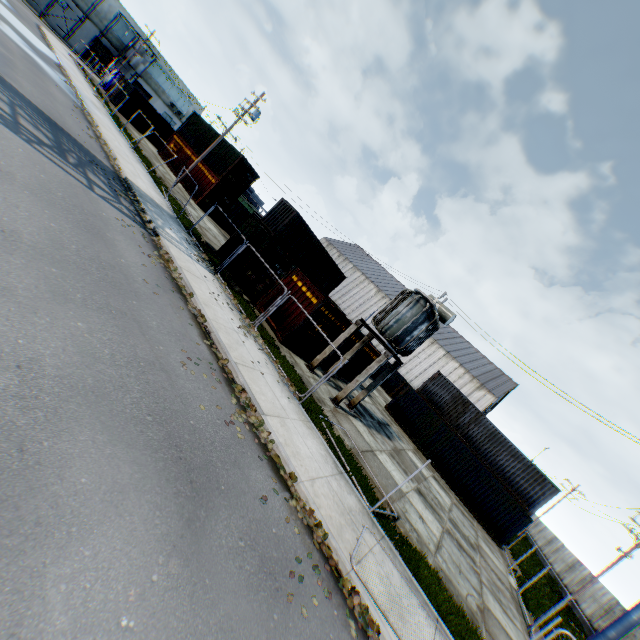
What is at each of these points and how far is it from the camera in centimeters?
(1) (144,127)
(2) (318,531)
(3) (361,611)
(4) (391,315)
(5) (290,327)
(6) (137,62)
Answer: (1) storage container, 3619cm
(2) leaf decal, 651cm
(3) leaf decal, 575cm
(4) electrical compensator, 1530cm
(5) storage container, 1511cm
(6) plywood, 5219cm

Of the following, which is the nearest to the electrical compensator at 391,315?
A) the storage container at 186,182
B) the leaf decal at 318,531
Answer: the leaf decal at 318,531

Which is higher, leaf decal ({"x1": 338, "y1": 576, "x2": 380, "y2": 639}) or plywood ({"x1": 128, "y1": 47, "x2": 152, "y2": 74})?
plywood ({"x1": 128, "y1": 47, "x2": 152, "y2": 74})

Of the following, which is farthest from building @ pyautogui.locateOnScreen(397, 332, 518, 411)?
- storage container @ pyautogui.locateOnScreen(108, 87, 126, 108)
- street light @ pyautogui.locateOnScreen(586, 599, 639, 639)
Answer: street light @ pyautogui.locateOnScreen(586, 599, 639, 639)

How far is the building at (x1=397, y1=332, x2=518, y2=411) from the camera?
50.44m

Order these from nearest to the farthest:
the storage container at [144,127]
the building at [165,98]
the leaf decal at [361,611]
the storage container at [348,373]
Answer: the leaf decal at [361,611]
the storage container at [348,373]
the storage container at [144,127]
the building at [165,98]

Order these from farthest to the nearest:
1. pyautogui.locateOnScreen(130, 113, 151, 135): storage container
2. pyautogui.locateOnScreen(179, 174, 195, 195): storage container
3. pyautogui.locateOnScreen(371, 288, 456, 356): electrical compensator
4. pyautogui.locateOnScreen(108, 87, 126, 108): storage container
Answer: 1. pyautogui.locateOnScreen(130, 113, 151, 135): storage container
2. pyautogui.locateOnScreen(108, 87, 126, 108): storage container
3. pyautogui.locateOnScreen(179, 174, 195, 195): storage container
4. pyautogui.locateOnScreen(371, 288, 456, 356): electrical compensator

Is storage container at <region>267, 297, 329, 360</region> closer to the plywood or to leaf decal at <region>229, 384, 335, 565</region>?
leaf decal at <region>229, 384, 335, 565</region>
